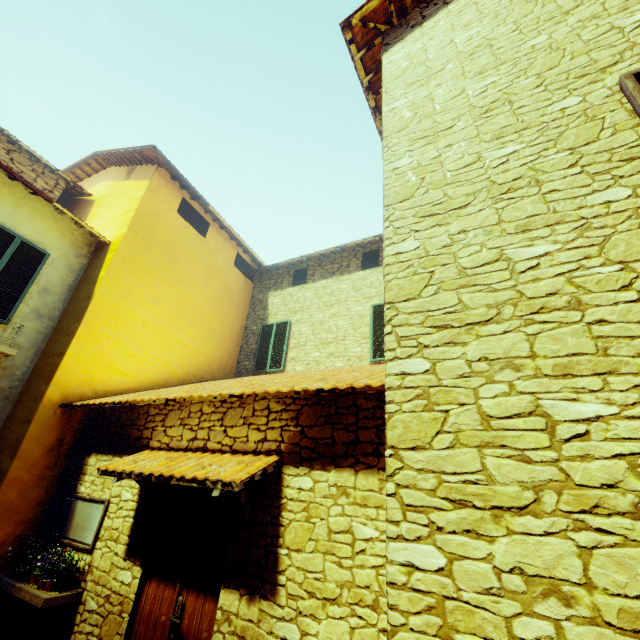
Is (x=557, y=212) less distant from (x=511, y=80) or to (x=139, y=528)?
(x=511, y=80)

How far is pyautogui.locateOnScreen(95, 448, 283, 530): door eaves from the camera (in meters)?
3.35

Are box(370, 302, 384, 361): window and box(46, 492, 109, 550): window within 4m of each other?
no

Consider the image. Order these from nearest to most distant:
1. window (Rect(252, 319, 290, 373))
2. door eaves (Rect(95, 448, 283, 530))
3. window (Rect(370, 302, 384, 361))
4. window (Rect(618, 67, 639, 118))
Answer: window (Rect(618, 67, 639, 118)) → door eaves (Rect(95, 448, 283, 530)) → window (Rect(370, 302, 384, 361)) → window (Rect(252, 319, 290, 373))

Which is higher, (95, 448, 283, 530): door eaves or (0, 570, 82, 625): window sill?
(95, 448, 283, 530): door eaves

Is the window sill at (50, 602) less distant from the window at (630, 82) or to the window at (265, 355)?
the window at (265, 355)

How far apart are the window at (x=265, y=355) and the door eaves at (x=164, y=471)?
4.58m

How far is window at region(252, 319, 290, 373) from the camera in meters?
9.5
